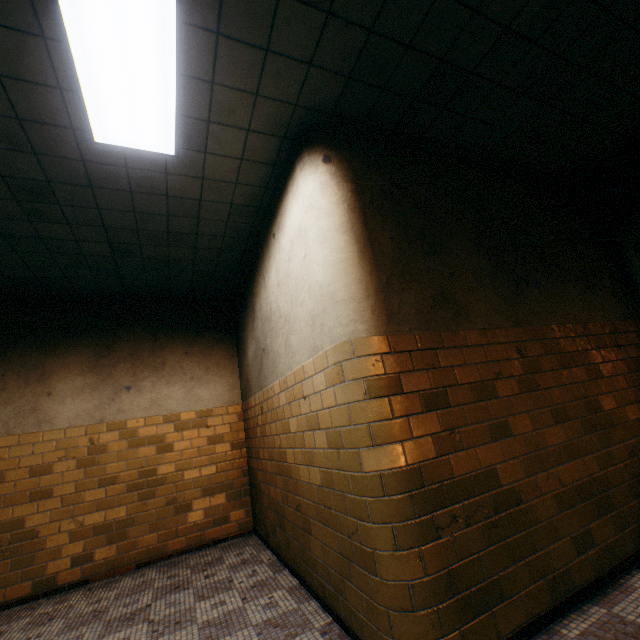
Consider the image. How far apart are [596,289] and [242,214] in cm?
432
